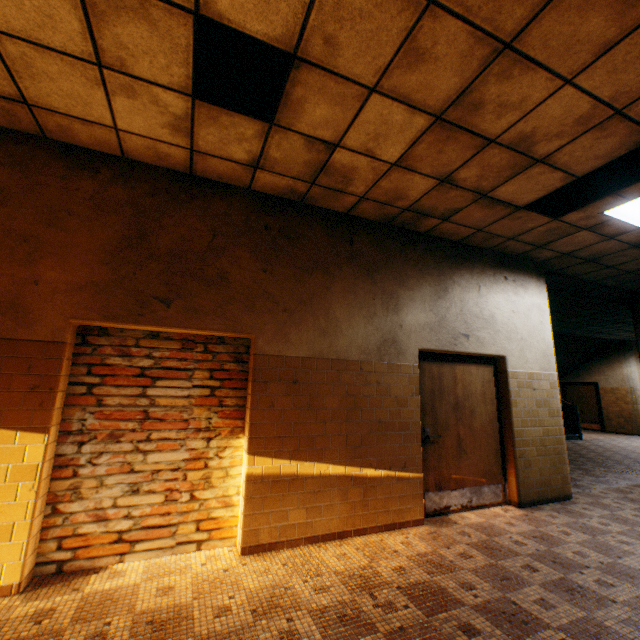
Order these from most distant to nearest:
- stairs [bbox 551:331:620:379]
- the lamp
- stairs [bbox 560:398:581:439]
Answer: stairs [bbox 551:331:620:379], stairs [bbox 560:398:581:439], the lamp

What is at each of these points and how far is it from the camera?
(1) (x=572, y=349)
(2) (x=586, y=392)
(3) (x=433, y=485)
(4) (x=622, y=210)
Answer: (1) stairs, 13.9m
(2) door, 15.3m
(3) door, 4.4m
(4) lamp, 4.2m

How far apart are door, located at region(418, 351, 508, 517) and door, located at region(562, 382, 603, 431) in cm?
1412

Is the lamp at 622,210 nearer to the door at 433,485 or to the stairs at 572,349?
the door at 433,485

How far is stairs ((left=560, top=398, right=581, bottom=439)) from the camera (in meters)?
11.80

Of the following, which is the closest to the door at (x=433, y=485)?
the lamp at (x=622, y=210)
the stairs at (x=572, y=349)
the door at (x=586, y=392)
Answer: the lamp at (x=622, y=210)

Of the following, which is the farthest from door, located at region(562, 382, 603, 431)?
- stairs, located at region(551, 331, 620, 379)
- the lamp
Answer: the lamp

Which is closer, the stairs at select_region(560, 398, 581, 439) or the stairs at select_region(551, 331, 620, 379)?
the stairs at select_region(560, 398, 581, 439)
